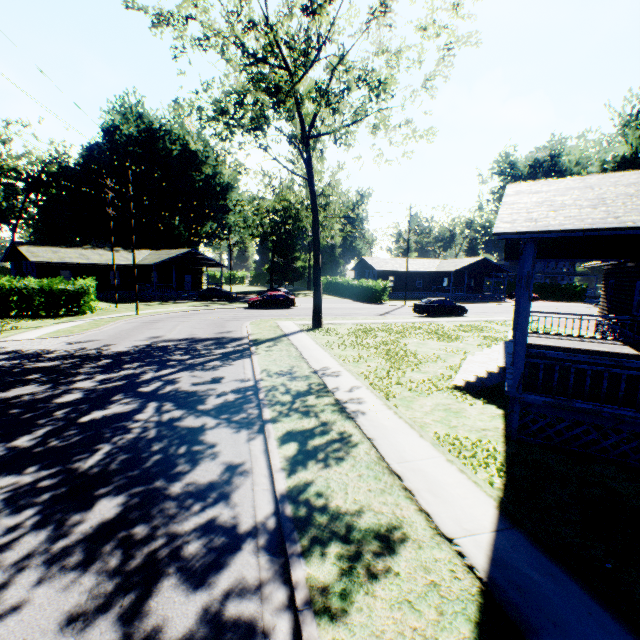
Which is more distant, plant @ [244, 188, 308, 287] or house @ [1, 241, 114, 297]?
plant @ [244, 188, 308, 287]

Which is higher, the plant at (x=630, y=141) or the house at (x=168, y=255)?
the plant at (x=630, y=141)

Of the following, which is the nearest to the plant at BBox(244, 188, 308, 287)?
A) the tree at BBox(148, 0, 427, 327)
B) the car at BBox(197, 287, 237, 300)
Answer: the tree at BBox(148, 0, 427, 327)

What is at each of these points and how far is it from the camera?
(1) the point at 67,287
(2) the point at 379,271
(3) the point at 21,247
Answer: (1) hedge, 24.8m
(2) house, 50.8m
(3) house, 35.0m

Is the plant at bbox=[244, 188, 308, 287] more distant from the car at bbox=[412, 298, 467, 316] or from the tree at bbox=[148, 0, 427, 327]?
the car at bbox=[412, 298, 467, 316]

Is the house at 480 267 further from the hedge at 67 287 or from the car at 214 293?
the hedge at 67 287

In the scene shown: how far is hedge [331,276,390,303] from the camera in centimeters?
4128cm

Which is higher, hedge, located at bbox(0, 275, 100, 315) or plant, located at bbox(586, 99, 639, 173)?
plant, located at bbox(586, 99, 639, 173)
